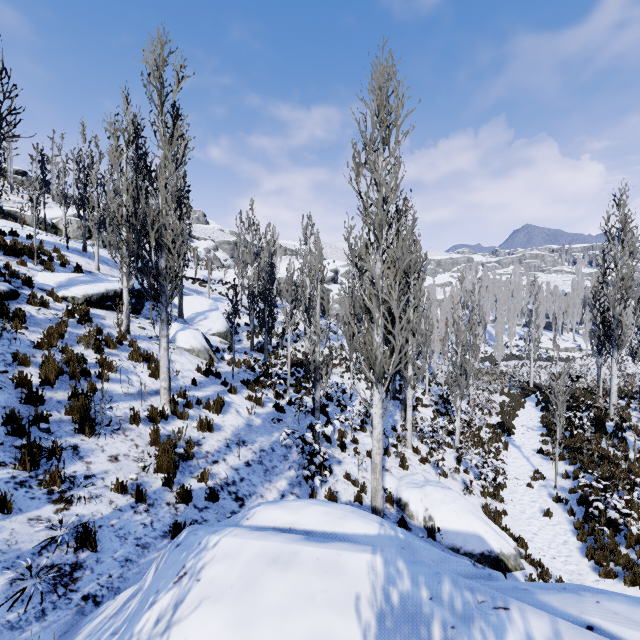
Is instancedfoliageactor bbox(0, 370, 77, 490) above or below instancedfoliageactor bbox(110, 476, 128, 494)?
above

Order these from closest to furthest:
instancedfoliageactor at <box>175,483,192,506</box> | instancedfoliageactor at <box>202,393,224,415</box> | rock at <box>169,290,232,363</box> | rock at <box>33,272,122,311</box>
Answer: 1. instancedfoliageactor at <box>175,483,192,506</box>
2. instancedfoliageactor at <box>202,393,224,415</box>
3. rock at <box>33,272,122,311</box>
4. rock at <box>169,290,232,363</box>

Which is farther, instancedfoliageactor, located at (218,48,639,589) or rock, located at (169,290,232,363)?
rock, located at (169,290,232,363)

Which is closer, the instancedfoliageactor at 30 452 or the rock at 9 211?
the instancedfoliageactor at 30 452

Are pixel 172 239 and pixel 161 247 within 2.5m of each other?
yes

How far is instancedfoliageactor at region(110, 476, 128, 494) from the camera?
5.45m

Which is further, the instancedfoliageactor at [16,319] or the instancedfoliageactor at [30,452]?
the instancedfoliageactor at [16,319]

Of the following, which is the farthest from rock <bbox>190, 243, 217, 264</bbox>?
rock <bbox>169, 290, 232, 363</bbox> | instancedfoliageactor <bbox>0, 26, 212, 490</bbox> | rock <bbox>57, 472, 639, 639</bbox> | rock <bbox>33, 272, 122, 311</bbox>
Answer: rock <bbox>57, 472, 639, 639</bbox>
